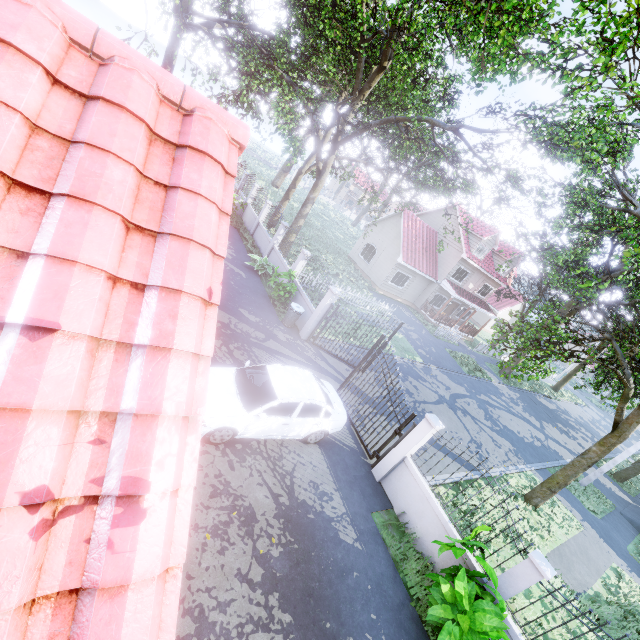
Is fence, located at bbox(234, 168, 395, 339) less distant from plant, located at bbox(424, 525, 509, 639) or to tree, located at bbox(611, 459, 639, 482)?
tree, located at bbox(611, 459, 639, 482)

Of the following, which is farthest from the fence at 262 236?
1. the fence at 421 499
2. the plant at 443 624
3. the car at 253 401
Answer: the plant at 443 624

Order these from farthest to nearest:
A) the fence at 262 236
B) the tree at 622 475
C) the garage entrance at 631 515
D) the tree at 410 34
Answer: the tree at 622 475 → the garage entrance at 631 515 → the fence at 262 236 → the tree at 410 34

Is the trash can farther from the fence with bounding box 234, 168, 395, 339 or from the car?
the car

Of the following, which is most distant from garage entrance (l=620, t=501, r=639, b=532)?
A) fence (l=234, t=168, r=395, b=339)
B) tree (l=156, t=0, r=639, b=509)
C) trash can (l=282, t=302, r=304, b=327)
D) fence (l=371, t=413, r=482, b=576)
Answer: trash can (l=282, t=302, r=304, b=327)

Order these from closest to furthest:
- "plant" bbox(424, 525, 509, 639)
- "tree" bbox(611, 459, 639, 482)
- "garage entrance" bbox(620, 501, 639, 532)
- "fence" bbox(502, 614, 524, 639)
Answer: "plant" bbox(424, 525, 509, 639), "fence" bbox(502, 614, 524, 639), "garage entrance" bbox(620, 501, 639, 532), "tree" bbox(611, 459, 639, 482)

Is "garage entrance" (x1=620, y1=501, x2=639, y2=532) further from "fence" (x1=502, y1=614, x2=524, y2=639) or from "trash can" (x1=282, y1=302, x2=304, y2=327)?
"trash can" (x1=282, y1=302, x2=304, y2=327)

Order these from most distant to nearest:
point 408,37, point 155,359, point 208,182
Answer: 1. point 408,37
2. point 208,182
3. point 155,359
